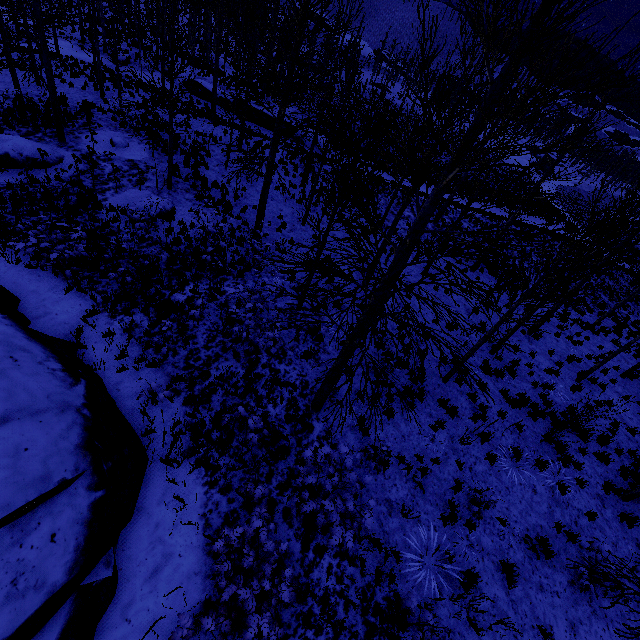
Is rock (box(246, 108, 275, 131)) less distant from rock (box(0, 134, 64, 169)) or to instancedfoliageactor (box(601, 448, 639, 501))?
instancedfoliageactor (box(601, 448, 639, 501))

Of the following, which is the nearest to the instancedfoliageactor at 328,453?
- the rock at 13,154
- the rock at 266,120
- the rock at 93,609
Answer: the rock at 93,609

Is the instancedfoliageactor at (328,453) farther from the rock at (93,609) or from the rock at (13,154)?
the rock at (13,154)

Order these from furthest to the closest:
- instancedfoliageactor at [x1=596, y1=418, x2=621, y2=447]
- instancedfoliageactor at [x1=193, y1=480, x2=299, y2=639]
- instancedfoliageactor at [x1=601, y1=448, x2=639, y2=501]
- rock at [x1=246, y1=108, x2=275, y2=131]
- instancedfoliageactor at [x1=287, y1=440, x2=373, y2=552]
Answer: rock at [x1=246, y1=108, x2=275, y2=131] < instancedfoliageactor at [x1=596, y1=418, x2=621, y2=447] < instancedfoliageactor at [x1=601, y1=448, x2=639, y2=501] < instancedfoliageactor at [x1=287, y1=440, x2=373, y2=552] < instancedfoliageactor at [x1=193, y1=480, x2=299, y2=639]

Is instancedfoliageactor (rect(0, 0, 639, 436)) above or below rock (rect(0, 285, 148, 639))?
above

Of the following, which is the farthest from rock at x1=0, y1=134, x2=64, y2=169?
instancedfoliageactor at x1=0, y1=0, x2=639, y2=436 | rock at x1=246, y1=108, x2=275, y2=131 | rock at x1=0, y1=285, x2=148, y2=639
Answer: rock at x1=246, y1=108, x2=275, y2=131

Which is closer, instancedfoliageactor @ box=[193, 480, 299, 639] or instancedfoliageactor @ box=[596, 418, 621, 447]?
instancedfoliageactor @ box=[193, 480, 299, 639]

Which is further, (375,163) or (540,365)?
(375,163)
